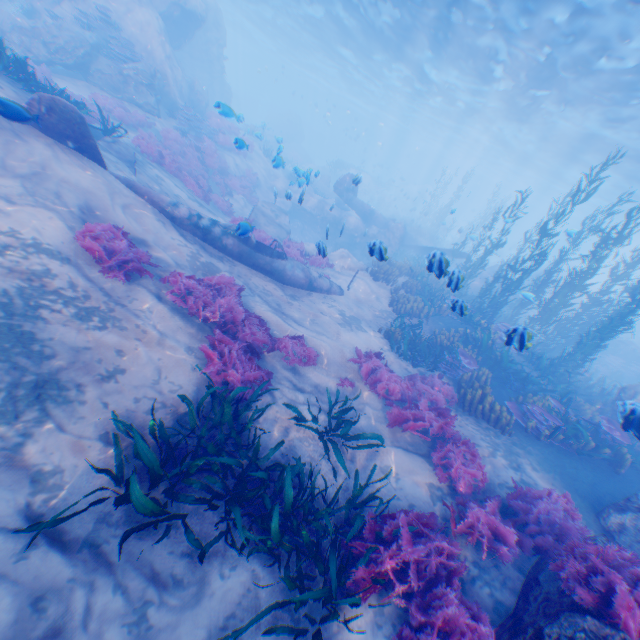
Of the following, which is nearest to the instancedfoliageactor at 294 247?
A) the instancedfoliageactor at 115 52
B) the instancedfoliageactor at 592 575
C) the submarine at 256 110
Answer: the instancedfoliageactor at 592 575

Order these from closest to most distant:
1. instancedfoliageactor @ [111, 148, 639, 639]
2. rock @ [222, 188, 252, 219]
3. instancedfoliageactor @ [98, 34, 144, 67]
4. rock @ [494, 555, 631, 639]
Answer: rock @ [494, 555, 631, 639] → instancedfoliageactor @ [111, 148, 639, 639] → instancedfoliageactor @ [98, 34, 144, 67] → rock @ [222, 188, 252, 219]

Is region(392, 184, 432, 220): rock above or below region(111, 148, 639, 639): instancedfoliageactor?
above

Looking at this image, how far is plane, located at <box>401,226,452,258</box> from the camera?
7.6m

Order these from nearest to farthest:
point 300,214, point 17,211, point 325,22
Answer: point 17,211 → point 300,214 → point 325,22

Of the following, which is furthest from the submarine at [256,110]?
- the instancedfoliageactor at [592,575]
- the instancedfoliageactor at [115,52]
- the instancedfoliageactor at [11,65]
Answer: the instancedfoliageactor at [592,575]

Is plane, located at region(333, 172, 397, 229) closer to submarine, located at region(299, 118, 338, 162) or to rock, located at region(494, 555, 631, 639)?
rock, located at region(494, 555, 631, 639)

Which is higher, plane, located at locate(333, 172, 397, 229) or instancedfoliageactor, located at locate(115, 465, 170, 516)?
plane, located at locate(333, 172, 397, 229)
